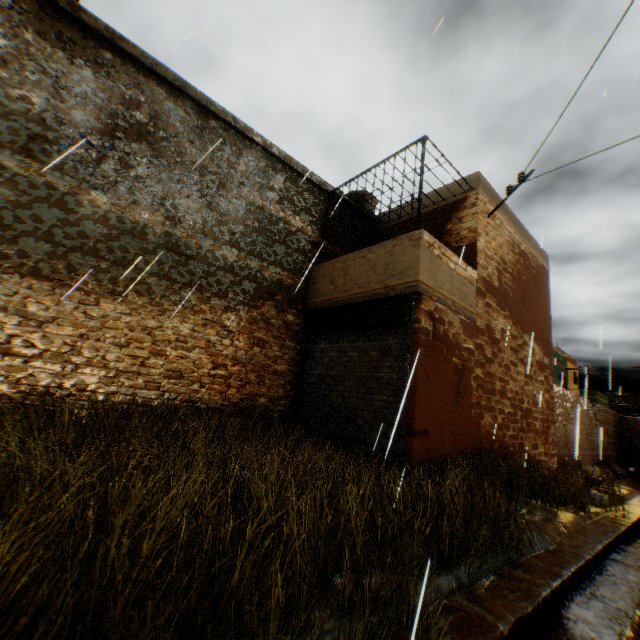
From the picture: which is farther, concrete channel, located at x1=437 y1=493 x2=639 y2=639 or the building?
the building

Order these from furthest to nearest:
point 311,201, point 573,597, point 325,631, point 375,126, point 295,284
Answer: point 311,201
point 295,284
point 375,126
point 573,597
point 325,631

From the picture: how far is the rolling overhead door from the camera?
6.1 meters

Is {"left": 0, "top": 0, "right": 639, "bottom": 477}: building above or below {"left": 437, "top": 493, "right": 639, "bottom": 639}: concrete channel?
above

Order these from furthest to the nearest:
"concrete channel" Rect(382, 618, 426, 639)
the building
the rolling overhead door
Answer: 1. the rolling overhead door
2. the building
3. "concrete channel" Rect(382, 618, 426, 639)

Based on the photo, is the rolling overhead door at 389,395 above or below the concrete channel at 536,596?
above

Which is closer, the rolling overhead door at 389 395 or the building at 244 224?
the building at 244 224
